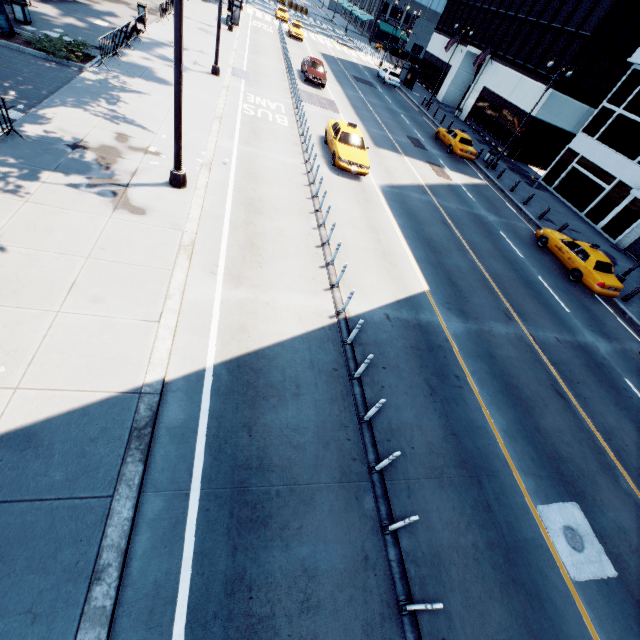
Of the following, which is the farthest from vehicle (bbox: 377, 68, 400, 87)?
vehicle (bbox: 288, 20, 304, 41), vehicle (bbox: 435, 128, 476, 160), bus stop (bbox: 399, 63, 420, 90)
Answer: vehicle (bbox: 435, 128, 476, 160)

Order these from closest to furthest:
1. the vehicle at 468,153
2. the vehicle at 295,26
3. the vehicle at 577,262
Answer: the vehicle at 577,262 → the vehicle at 468,153 → the vehicle at 295,26

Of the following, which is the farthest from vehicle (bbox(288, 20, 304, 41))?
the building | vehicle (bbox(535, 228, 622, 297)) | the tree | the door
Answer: the door

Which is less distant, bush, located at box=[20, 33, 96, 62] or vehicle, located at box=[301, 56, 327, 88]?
bush, located at box=[20, 33, 96, 62]

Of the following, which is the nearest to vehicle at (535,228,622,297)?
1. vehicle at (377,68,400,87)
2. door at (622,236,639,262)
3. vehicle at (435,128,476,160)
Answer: door at (622,236,639,262)

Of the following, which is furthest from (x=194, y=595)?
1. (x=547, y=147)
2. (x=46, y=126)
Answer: (x=547, y=147)

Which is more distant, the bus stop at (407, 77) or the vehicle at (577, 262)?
the bus stop at (407, 77)

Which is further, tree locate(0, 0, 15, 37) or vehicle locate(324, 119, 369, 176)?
vehicle locate(324, 119, 369, 176)
